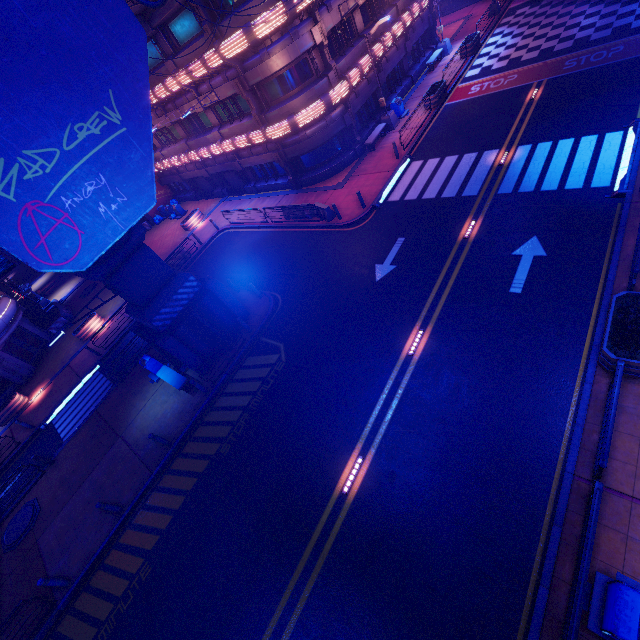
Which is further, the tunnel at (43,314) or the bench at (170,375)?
the tunnel at (43,314)

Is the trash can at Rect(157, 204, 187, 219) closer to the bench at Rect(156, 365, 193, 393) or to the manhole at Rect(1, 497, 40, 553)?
the bench at Rect(156, 365, 193, 393)

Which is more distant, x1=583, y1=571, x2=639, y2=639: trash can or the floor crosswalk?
the floor crosswalk

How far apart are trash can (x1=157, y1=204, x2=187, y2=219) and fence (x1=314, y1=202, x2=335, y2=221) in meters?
20.7 m

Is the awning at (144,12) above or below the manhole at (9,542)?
above

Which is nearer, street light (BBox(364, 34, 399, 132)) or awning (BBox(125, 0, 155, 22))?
awning (BBox(125, 0, 155, 22))

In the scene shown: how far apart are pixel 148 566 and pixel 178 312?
9.8 meters

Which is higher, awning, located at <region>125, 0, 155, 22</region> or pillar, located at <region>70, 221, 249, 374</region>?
awning, located at <region>125, 0, 155, 22</region>
